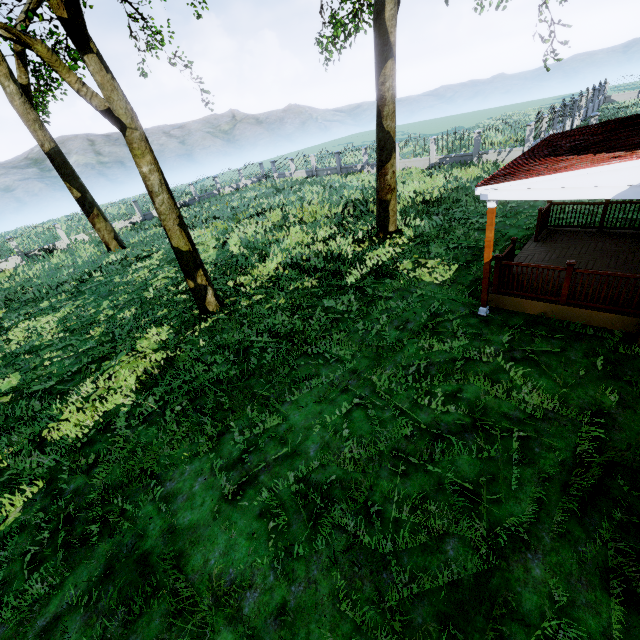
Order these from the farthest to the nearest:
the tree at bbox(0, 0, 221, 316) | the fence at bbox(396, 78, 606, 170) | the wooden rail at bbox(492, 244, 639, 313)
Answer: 1. the fence at bbox(396, 78, 606, 170)
2. the tree at bbox(0, 0, 221, 316)
3. the wooden rail at bbox(492, 244, 639, 313)

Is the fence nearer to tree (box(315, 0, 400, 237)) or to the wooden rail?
tree (box(315, 0, 400, 237))

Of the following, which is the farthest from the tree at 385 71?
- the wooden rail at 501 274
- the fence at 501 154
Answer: the wooden rail at 501 274

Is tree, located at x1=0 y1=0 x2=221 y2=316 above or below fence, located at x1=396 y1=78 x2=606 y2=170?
above

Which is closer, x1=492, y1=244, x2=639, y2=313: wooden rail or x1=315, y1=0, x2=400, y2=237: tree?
x1=492, y1=244, x2=639, y2=313: wooden rail

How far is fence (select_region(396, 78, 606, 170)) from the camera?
20.4 meters

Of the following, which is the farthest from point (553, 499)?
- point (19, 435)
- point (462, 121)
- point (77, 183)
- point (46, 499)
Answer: point (462, 121)
